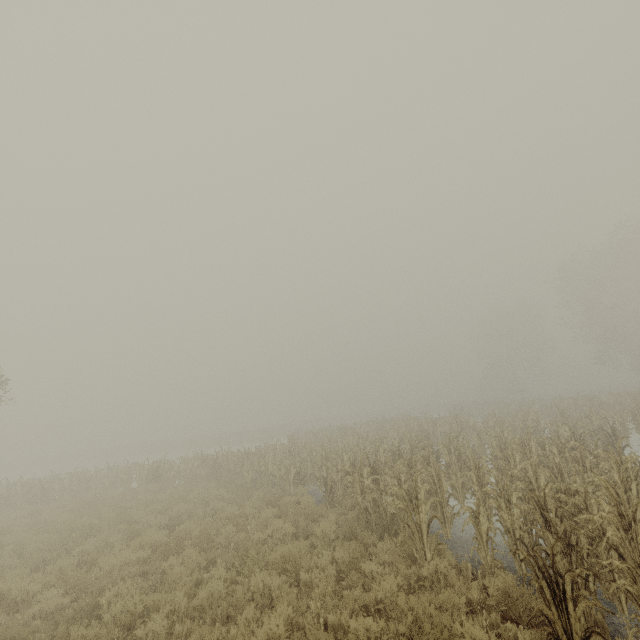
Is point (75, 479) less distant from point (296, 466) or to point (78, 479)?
point (78, 479)
